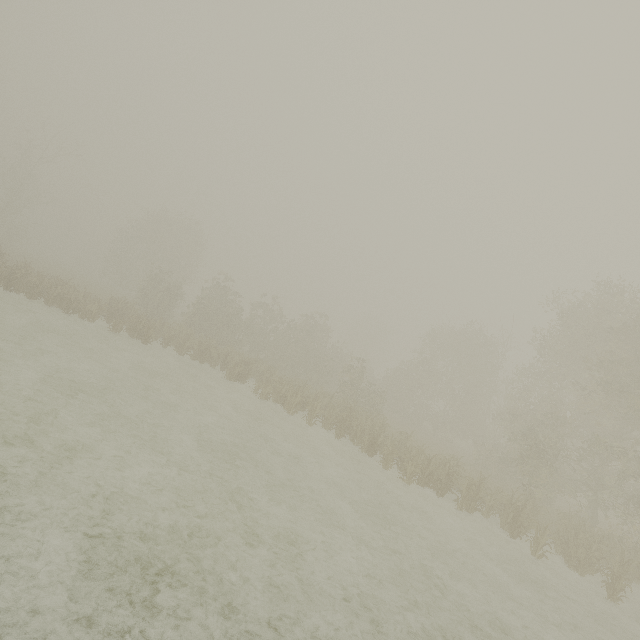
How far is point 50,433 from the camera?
8.0 meters
